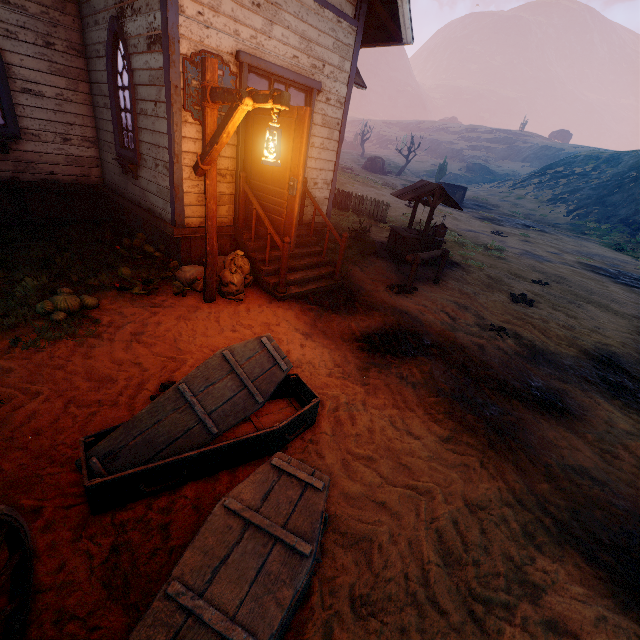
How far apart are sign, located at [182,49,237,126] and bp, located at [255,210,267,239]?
0.2 meters

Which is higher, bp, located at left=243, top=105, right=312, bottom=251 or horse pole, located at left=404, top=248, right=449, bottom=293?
bp, located at left=243, top=105, right=312, bottom=251

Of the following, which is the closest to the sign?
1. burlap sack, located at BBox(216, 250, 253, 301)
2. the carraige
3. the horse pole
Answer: burlap sack, located at BBox(216, 250, 253, 301)

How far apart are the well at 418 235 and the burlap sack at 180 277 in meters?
5.2

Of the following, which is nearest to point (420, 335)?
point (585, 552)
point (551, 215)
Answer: point (585, 552)

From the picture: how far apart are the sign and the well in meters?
5.4

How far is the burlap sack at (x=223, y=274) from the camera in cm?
553

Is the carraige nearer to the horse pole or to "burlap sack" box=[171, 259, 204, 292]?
"burlap sack" box=[171, 259, 204, 292]
